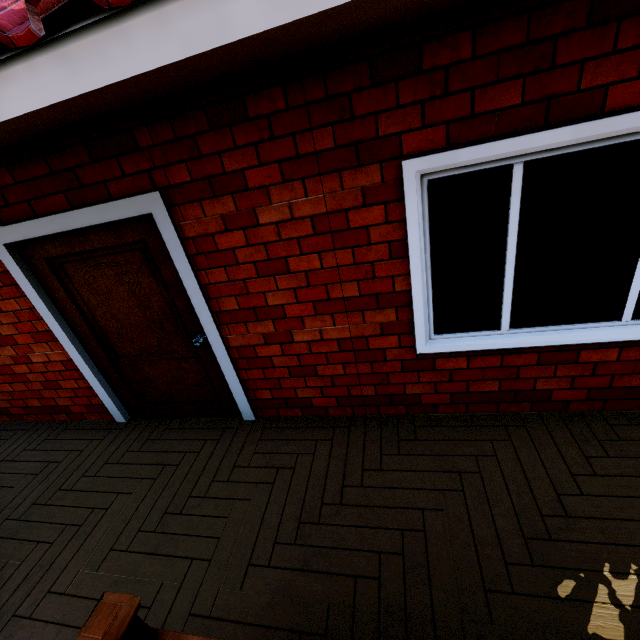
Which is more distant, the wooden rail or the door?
the door

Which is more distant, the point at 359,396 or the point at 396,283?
the point at 359,396

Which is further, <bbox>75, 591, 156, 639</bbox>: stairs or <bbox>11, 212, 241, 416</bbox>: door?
<bbox>11, 212, 241, 416</bbox>: door

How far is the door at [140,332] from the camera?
2.6m

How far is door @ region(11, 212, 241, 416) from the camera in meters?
2.6

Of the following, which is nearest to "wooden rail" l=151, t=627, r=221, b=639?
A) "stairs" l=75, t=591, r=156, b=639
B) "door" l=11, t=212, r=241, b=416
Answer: "stairs" l=75, t=591, r=156, b=639

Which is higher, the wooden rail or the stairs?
the stairs

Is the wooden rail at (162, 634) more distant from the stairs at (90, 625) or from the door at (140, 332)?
the door at (140, 332)
